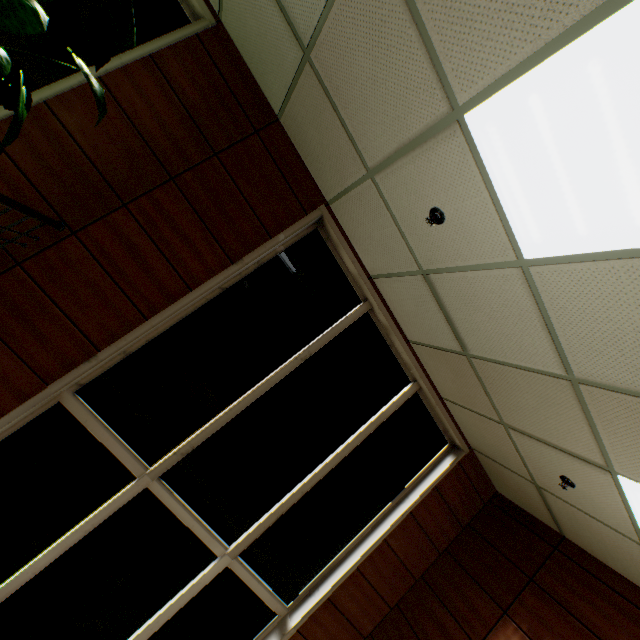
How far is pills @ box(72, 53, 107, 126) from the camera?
2.2m

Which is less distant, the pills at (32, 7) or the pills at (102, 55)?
the pills at (32, 7)

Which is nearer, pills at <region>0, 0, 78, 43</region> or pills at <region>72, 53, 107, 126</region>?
pills at <region>0, 0, 78, 43</region>

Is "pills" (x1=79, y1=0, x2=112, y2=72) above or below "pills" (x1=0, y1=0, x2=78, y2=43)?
above

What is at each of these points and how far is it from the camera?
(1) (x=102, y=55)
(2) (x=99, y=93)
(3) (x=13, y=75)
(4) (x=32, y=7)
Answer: (1) pills, 2.4 meters
(2) pills, 2.3 meters
(3) pills, 2.4 meters
(4) pills, 1.7 meters

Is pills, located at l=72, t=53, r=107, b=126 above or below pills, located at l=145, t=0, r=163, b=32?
below
